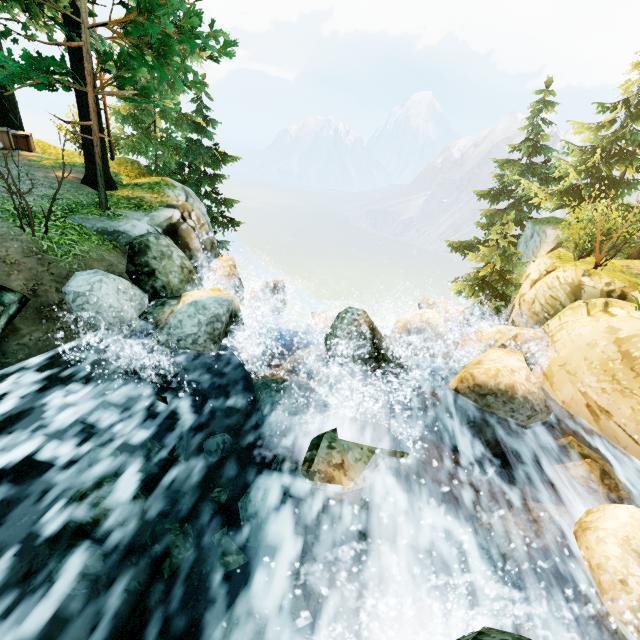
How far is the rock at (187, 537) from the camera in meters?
4.1 m

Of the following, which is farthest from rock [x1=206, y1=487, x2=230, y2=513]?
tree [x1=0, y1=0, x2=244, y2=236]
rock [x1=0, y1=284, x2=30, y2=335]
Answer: tree [x1=0, y1=0, x2=244, y2=236]

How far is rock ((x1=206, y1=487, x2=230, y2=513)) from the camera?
4.9m

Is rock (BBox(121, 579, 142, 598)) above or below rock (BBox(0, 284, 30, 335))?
below

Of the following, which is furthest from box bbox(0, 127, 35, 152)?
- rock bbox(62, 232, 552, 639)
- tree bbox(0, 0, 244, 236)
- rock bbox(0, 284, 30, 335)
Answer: rock bbox(62, 232, 552, 639)

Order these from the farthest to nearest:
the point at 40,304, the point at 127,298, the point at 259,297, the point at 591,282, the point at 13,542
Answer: the point at 259,297 < the point at 591,282 < the point at 127,298 < the point at 40,304 < the point at 13,542

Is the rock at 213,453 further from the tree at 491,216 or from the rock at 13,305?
the tree at 491,216
